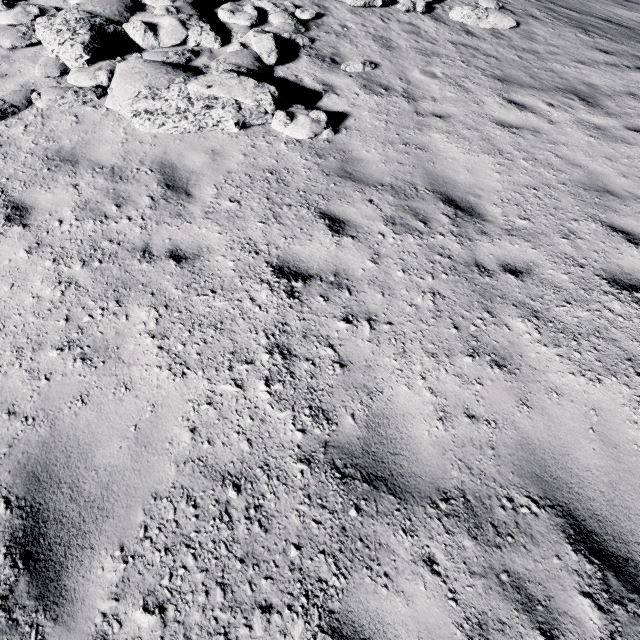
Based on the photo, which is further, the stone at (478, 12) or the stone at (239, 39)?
the stone at (478, 12)

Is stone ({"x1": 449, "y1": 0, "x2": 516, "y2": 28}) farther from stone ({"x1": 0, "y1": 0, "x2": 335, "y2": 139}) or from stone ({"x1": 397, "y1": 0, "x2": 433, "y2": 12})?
stone ({"x1": 0, "y1": 0, "x2": 335, "y2": 139})

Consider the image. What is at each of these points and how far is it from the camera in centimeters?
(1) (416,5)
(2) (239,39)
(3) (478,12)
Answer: (1) stone, 939cm
(2) stone, 714cm
(3) stone, 946cm

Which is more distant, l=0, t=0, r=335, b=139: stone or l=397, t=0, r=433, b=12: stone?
l=397, t=0, r=433, b=12: stone

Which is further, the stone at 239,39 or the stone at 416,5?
the stone at 416,5

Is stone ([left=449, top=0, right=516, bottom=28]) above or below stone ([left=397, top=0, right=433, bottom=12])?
below

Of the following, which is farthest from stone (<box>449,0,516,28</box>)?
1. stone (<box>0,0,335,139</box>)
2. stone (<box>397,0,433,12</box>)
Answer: stone (<box>0,0,335,139</box>)
